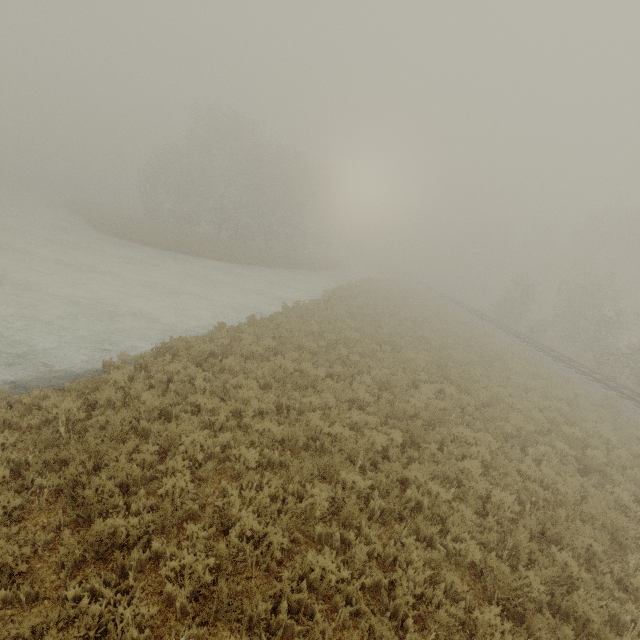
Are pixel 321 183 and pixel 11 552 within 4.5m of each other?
no
